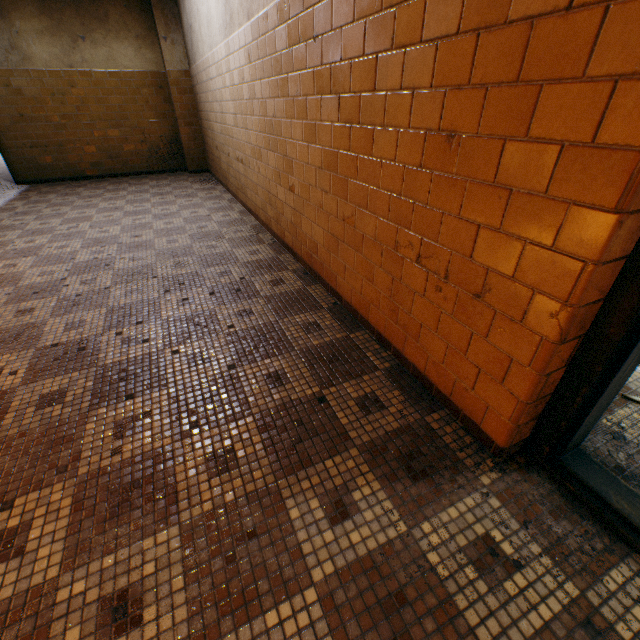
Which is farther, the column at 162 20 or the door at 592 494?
the column at 162 20

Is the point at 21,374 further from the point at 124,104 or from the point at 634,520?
the point at 124,104

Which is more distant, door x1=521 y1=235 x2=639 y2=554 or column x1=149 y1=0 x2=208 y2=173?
column x1=149 y1=0 x2=208 y2=173
